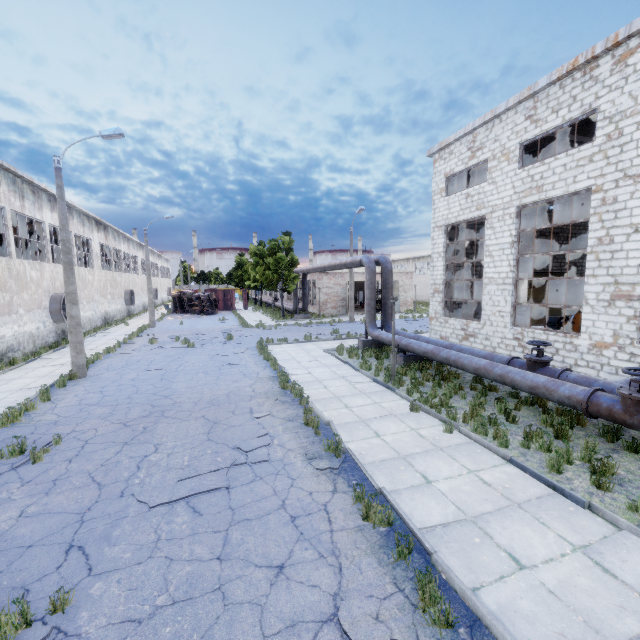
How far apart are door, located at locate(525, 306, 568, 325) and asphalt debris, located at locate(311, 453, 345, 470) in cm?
2244

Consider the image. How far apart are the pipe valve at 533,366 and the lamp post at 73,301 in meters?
16.3 m

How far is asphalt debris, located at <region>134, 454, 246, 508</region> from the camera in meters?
5.8

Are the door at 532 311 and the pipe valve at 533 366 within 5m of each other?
no

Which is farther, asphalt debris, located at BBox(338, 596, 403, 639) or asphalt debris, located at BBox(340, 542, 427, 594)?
asphalt debris, located at BBox(340, 542, 427, 594)

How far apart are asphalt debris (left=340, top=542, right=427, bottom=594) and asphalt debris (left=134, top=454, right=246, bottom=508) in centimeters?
266cm

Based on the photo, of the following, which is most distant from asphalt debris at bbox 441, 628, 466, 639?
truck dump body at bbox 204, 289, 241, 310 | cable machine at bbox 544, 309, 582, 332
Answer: truck dump body at bbox 204, 289, 241, 310

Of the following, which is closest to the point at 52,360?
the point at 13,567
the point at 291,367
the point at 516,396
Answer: the point at 291,367
